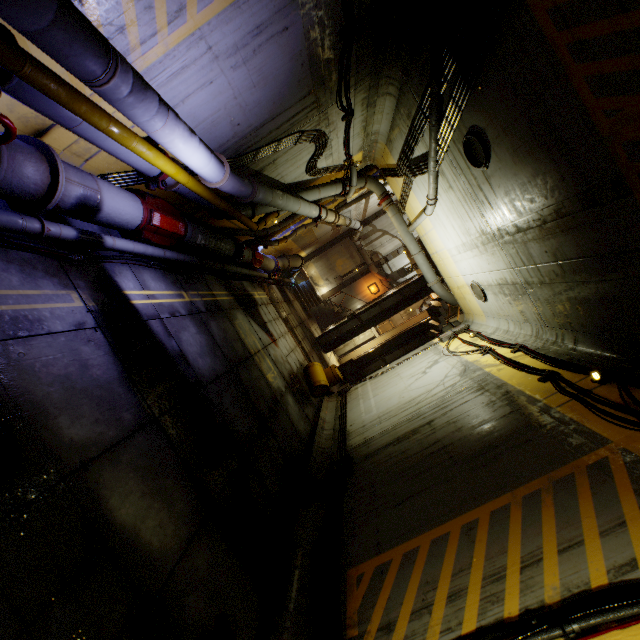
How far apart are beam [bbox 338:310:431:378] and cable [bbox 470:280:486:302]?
11.9m

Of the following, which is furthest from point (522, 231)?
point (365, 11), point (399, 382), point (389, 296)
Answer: point (389, 296)

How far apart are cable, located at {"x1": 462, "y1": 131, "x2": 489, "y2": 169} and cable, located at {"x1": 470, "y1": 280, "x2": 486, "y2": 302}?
4.6 meters

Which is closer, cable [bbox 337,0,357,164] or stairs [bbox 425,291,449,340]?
cable [bbox 337,0,357,164]

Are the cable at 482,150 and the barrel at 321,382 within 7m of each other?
no

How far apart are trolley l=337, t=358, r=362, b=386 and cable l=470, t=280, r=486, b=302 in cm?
889

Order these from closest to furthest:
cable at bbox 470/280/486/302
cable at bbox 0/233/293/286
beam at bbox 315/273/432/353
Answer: cable at bbox 0/233/293/286
cable at bbox 470/280/486/302
beam at bbox 315/273/432/353

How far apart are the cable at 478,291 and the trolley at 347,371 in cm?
889
